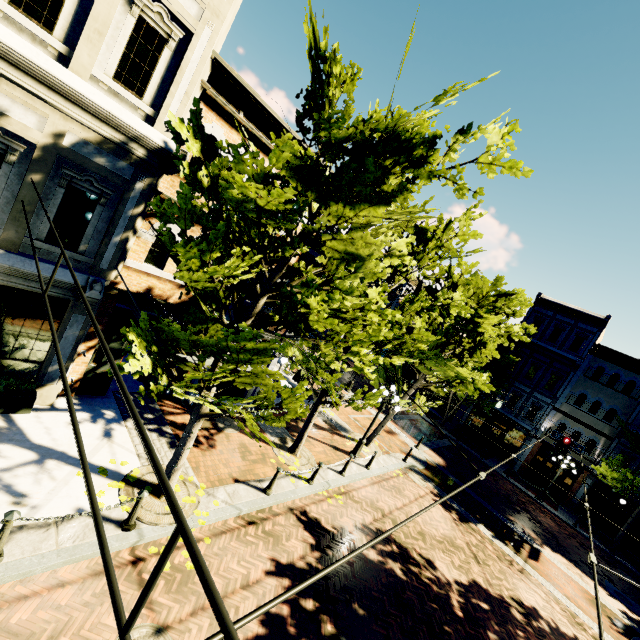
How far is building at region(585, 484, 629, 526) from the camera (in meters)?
22.55

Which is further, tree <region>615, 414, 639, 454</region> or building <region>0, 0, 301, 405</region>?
tree <region>615, 414, 639, 454</region>

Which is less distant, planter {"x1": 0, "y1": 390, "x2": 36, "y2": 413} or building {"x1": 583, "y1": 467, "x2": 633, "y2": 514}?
planter {"x1": 0, "y1": 390, "x2": 36, "y2": 413}

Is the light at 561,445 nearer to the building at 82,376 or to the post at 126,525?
the building at 82,376

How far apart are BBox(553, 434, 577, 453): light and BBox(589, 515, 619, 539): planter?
9.3m

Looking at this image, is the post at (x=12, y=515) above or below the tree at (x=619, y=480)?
below

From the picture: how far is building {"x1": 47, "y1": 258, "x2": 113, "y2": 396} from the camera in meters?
7.5 m

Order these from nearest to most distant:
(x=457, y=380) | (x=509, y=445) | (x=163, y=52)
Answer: (x=163, y=52)
(x=457, y=380)
(x=509, y=445)
